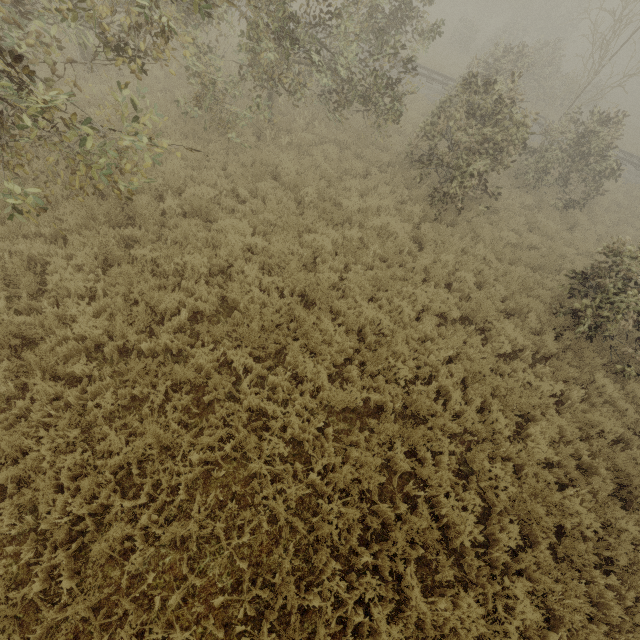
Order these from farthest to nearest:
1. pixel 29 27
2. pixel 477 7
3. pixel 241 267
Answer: pixel 477 7, pixel 29 27, pixel 241 267
